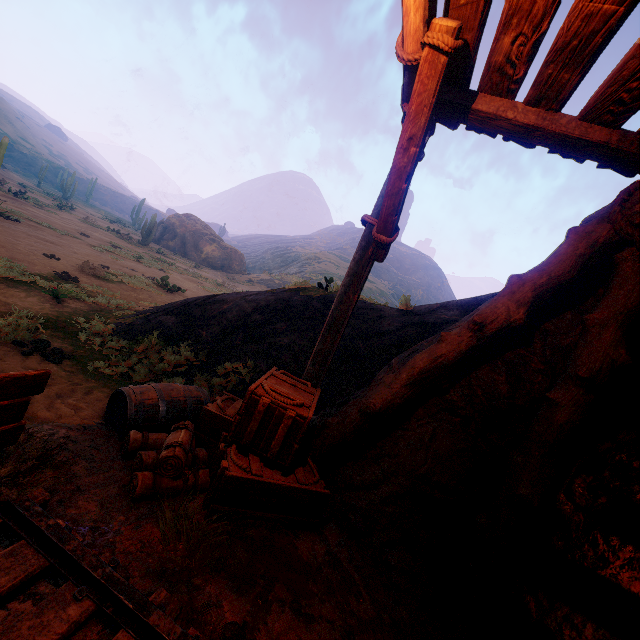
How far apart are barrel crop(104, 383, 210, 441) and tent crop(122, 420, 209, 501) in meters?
0.1 m

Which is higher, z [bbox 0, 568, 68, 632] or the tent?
the tent

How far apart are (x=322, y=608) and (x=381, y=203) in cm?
387

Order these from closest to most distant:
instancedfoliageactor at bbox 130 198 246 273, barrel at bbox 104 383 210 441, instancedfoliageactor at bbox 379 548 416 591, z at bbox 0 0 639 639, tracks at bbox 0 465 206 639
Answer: tracks at bbox 0 465 206 639 < z at bbox 0 0 639 639 < instancedfoliageactor at bbox 379 548 416 591 < barrel at bbox 104 383 210 441 < instancedfoliageactor at bbox 130 198 246 273

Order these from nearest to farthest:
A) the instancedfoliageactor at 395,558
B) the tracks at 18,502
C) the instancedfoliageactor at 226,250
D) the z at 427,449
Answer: the tracks at 18,502
the z at 427,449
the instancedfoliageactor at 395,558
the instancedfoliageactor at 226,250

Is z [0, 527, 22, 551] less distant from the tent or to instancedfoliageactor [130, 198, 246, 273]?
the tent

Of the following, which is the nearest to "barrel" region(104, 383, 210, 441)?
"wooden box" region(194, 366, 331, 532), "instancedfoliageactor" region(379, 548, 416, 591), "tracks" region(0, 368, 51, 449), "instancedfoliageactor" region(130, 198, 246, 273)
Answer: "wooden box" region(194, 366, 331, 532)

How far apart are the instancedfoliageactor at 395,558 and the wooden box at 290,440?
0.8m
